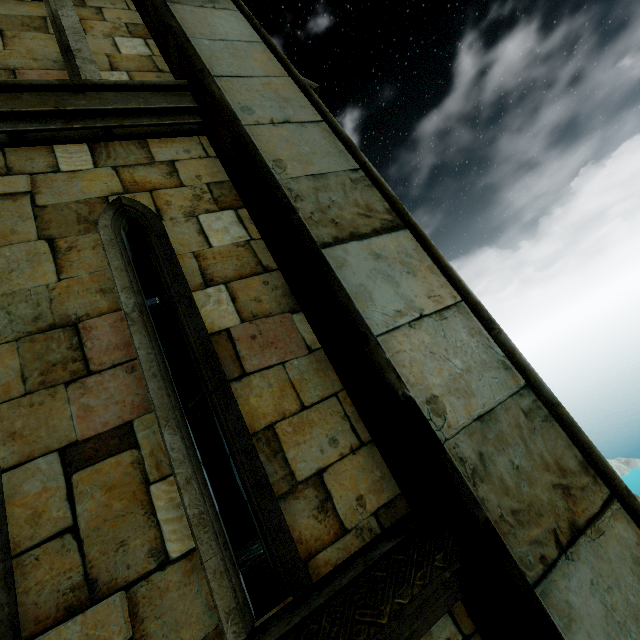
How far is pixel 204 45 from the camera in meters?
2.5 m
